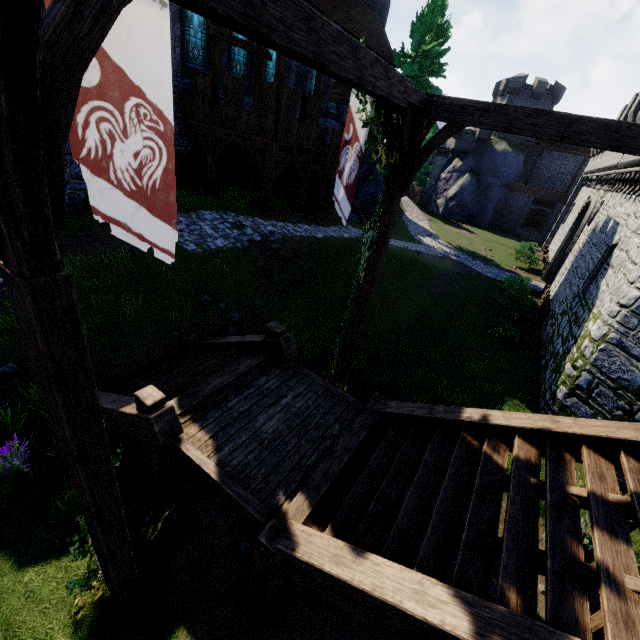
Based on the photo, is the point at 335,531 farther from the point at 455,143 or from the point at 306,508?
the point at 455,143

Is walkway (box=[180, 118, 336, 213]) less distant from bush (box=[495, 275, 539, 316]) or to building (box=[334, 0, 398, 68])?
building (box=[334, 0, 398, 68])

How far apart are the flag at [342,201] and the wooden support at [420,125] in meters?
0.1 m

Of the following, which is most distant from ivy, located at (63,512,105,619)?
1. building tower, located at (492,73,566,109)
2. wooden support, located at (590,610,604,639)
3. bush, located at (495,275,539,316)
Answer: building tower, located at (492,73,566,109)

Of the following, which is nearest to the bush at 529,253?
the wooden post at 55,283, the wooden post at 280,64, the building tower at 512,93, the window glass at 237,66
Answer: the building tower at 512,93

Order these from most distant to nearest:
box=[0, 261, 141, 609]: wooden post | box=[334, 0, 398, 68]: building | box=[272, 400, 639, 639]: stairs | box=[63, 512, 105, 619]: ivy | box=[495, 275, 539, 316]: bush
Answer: box=[334, 0, 398, 68]: building < box=[495, 275, 539, 316]: bush < box=[63, 512, 105, 619]: ivy < box=[272, 400, 639, 639]: stairs < box=[0, 261, 141, 609]: wooden post

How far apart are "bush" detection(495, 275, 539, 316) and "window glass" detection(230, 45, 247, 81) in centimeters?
1958cm

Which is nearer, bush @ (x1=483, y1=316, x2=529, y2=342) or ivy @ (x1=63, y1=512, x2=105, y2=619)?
ivy @ (x1=63, y1=512, x2=105, y2=619)
